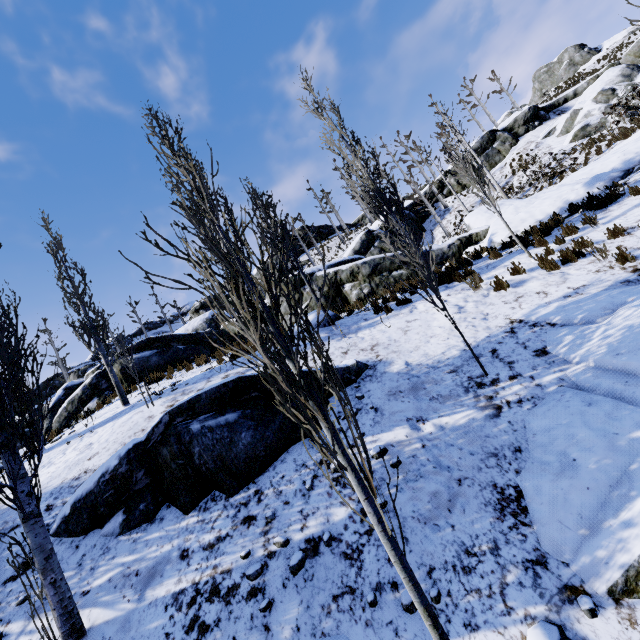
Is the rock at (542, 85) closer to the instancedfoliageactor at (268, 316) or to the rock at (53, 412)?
the instancedfoliageactor at (268, 316)

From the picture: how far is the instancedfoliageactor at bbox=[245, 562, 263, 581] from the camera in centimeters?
339cm

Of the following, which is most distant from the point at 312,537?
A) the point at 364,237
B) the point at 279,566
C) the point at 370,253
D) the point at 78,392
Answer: the point at 364,237

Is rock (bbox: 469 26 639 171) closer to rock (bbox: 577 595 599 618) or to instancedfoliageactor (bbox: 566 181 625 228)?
instancedfoliageactor (bbox: 566 181 625 228)

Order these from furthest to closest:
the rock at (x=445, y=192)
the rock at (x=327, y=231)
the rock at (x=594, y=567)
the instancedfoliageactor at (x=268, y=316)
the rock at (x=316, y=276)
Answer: the rock at (x=327, y=231)
the rock at (x=445, y=192)
the rock at (x=316, y=276)
the rock at (x=594, y=567)
the instancedfoliageactor at (x=268, y=316)

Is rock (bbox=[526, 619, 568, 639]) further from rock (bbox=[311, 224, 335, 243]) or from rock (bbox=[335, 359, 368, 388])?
rock (bbox=[311, 224, 335, 243])

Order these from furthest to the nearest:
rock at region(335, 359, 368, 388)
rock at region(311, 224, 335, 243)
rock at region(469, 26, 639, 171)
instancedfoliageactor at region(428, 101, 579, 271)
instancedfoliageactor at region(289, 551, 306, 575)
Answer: rock at region(311, 224, 335, 243), rock at region(469, 26, 639, 171), instancedfoliageactor at region(428, 101, 579, 271), rock at region(335, 359, 368, 388), instancedfoliageactor at region(289, 551, 306, 575)
